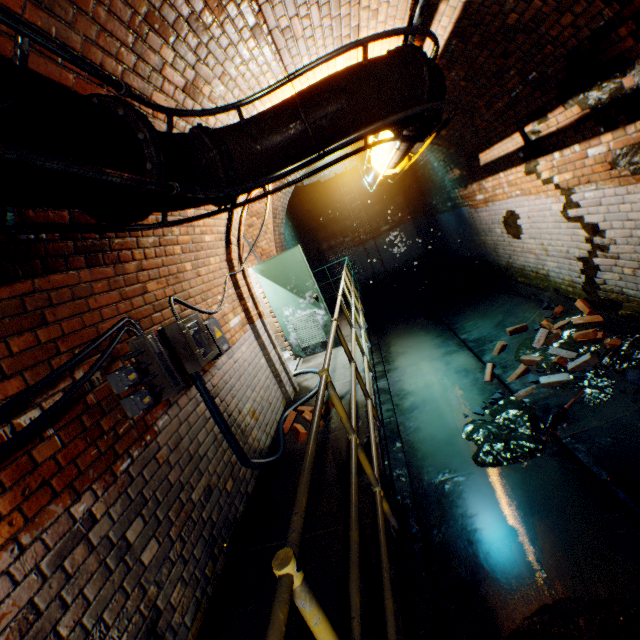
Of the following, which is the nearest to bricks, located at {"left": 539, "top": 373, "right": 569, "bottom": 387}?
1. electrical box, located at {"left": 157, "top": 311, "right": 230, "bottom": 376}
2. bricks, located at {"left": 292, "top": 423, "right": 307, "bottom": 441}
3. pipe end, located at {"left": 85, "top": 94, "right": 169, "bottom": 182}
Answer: bricks, located at {"left": 292, "top": 423, "right": 307, "bottom": 441}

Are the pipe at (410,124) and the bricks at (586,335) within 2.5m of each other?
no

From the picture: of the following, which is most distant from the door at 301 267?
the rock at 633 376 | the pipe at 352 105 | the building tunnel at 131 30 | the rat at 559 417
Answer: the rock at 633 376

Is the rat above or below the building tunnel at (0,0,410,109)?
below

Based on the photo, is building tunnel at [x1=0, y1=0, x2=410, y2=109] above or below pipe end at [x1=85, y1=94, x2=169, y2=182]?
above

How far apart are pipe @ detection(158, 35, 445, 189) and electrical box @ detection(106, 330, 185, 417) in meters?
0.9 m

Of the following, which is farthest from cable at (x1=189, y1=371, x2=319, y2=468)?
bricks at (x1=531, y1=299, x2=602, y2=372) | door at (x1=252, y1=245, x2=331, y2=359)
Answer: bricks at (x1=531, y1=299, x2=602, y2=372)

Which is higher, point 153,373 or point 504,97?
point 504,97
